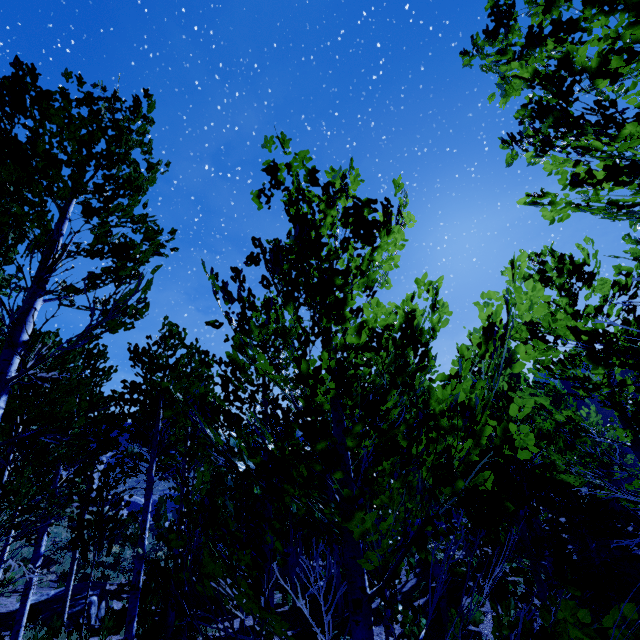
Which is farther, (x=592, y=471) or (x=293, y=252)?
(x=592, y=471)

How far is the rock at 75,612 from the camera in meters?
12.2

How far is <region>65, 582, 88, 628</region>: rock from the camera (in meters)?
12.19

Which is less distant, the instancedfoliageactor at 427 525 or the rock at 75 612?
the instancedfoliageactor at 427 525

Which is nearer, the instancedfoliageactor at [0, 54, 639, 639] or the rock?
the instancedfoliageactor at [0, 54, 639, 639]

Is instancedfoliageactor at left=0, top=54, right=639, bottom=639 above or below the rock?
above
